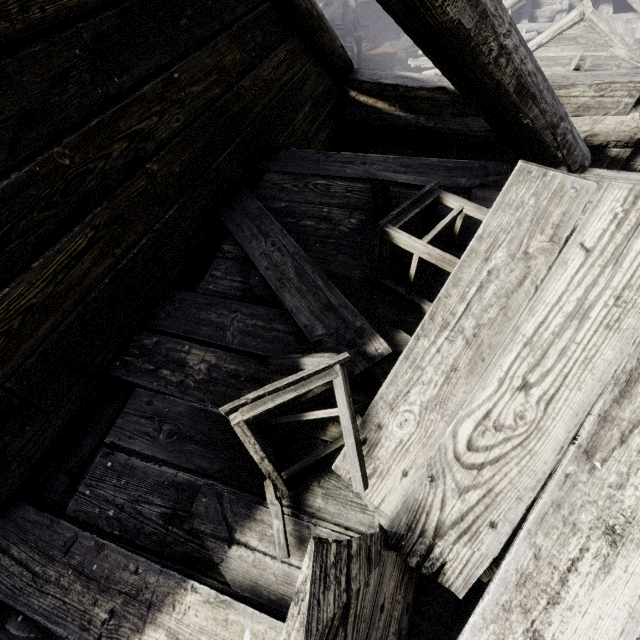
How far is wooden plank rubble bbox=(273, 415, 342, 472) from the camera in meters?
1.8 m

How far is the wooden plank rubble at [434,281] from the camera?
2.3m

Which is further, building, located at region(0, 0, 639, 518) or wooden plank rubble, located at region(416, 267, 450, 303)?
wooden plank rubble, located at region(416, 267, 450, 303)

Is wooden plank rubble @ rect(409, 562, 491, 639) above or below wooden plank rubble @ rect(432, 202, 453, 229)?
below

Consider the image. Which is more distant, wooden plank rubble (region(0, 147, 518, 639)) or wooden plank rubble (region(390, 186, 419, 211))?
wooden plank rubble (region(390, 186, 419, 211))

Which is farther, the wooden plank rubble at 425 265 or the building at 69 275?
the wooden plank rubble at 425 265

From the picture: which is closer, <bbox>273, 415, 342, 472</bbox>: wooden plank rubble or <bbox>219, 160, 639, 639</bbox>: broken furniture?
<bbox>219, 160, 639, 639</bbox>: broken furniture

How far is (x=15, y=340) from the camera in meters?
1.7
